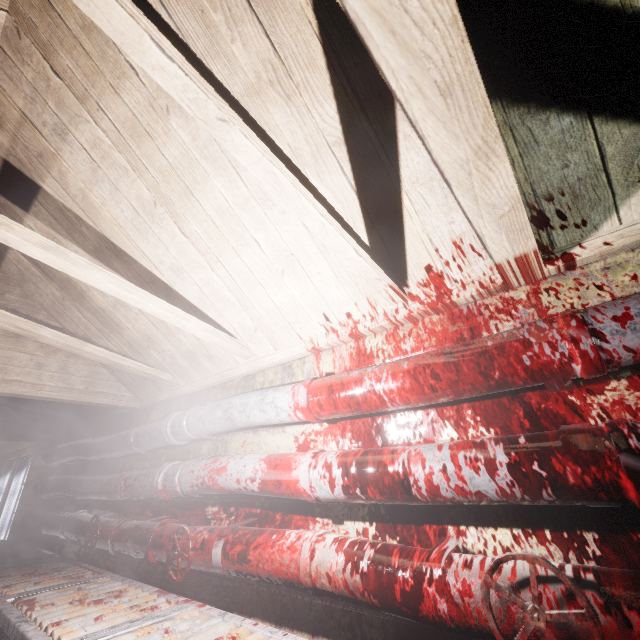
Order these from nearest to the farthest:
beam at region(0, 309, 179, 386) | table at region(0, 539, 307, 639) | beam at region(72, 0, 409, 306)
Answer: beam at region(72, 0, 409, 306) < table at region(0, 539, 307, 639) < beam at region(0, 309, 179, 386)

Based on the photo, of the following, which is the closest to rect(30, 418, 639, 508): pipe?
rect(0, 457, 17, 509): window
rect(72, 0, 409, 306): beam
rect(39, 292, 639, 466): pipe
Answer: rect(39, 292, 639, 466): pipe

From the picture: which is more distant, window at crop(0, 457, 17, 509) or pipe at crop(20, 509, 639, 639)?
window at crop(0, 457, 17, 509)

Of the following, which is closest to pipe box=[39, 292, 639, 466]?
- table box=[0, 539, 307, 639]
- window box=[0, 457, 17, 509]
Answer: table box=[0, 539, 307, 639]

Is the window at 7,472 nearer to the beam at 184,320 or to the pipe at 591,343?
the pipe at 591,343

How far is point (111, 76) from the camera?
1.3 meters

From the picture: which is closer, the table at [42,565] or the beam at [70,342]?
the table at [42,565]

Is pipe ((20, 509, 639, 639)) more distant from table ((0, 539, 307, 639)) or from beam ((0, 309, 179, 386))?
beam ((0, 309, 179, 386))
